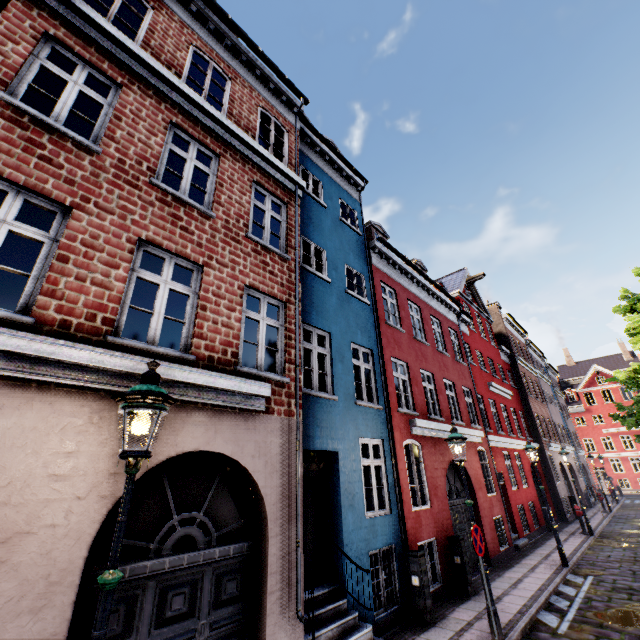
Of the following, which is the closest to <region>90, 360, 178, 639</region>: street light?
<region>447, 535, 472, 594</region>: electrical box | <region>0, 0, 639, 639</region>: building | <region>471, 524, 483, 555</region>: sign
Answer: <region>471, 524, 483, 555</region>: sign

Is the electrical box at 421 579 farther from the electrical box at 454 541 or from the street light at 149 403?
the electrical box at 454 541

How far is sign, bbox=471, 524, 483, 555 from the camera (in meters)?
6.37

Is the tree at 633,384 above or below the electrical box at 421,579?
above

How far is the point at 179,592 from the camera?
4.2m

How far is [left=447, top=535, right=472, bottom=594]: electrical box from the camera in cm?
870

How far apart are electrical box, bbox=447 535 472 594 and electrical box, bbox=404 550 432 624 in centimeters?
209cm

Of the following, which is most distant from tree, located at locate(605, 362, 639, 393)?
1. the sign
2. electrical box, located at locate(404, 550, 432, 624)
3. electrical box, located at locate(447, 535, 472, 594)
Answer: electrical box, located at locate(447, 535, 472, 594)
